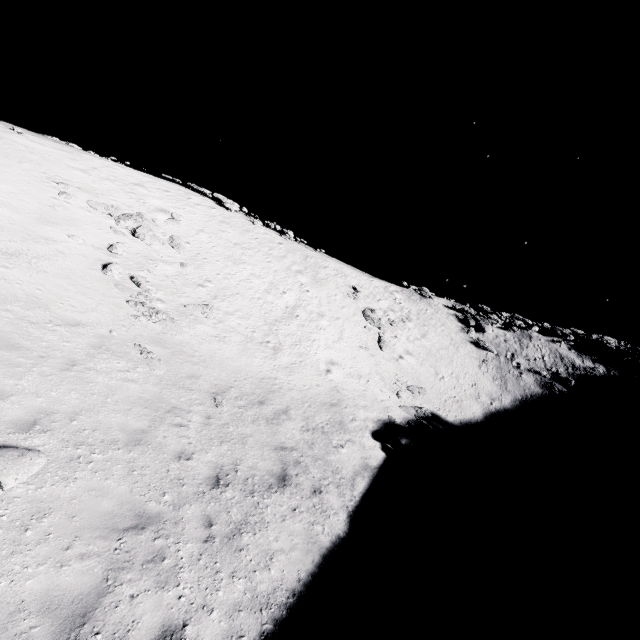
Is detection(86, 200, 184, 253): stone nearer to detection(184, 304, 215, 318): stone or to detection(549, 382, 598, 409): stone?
detection(184, 304, 215, 318): stone

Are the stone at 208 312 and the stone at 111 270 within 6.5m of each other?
yes

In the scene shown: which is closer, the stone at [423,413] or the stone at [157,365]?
the stone at [157,365]

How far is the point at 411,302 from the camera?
36.8m

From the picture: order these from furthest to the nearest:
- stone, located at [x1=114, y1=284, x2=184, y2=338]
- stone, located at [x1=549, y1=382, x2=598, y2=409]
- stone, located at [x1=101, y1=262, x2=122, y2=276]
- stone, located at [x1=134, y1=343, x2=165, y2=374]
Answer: stone, located at [x1=549, y1=382, x2=598, y2=409] < stone, located at [x1=101, y1=262, x2=122, y2=276] < stone, located at [x1=114, y1=284, x2=184, y2=338] < stone, located at [x1=134, y1=343, x2=165, y2=374]

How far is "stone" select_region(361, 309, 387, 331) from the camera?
29.1m

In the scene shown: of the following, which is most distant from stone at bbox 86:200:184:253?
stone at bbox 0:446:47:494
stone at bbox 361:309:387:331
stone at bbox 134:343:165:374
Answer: stone at bbox 361:309:387:331

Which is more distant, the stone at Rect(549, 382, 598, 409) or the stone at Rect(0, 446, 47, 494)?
the stone at Rect(549, 382, 598, 409)
